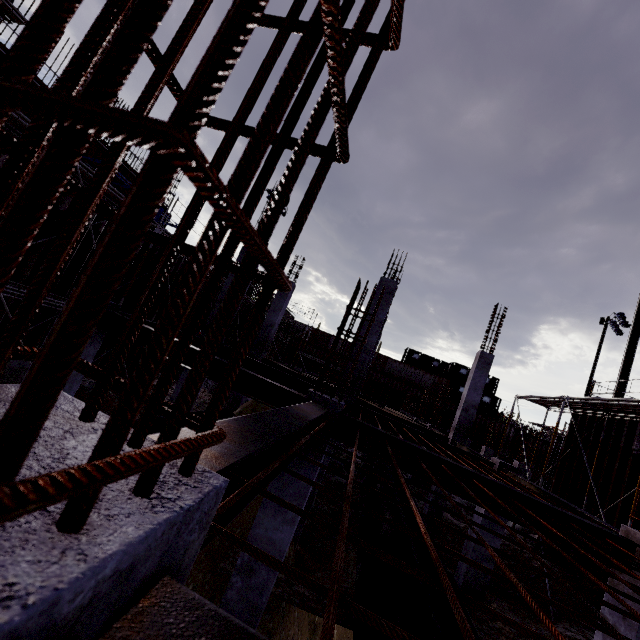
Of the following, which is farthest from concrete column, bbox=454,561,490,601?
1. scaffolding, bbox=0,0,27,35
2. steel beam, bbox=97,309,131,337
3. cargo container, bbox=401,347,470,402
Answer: cargo container, bbox=401,347,470,402

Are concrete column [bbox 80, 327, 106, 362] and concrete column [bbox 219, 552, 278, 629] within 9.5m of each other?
yes

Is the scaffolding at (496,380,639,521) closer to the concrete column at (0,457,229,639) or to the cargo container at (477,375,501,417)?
the concrete column at (0,457,229,639)

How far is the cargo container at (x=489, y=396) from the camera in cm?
3850

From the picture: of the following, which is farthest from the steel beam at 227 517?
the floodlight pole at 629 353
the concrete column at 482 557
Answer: the floodlight pole at 629 353

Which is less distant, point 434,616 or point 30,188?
point 30,188

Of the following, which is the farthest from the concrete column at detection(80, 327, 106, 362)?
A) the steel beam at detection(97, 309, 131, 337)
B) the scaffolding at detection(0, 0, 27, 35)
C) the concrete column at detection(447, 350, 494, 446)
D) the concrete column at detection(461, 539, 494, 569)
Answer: the concrete column at detection(447, 350, 494, 446)

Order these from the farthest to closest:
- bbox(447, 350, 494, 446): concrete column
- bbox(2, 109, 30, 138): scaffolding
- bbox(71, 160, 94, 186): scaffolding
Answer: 1. bbox(447, 350, 494, 446): concrete column
2. bbox(71, 160, 94, 186): scaffolding
3. bbox(2, 109, 30, 138): scaffolding
